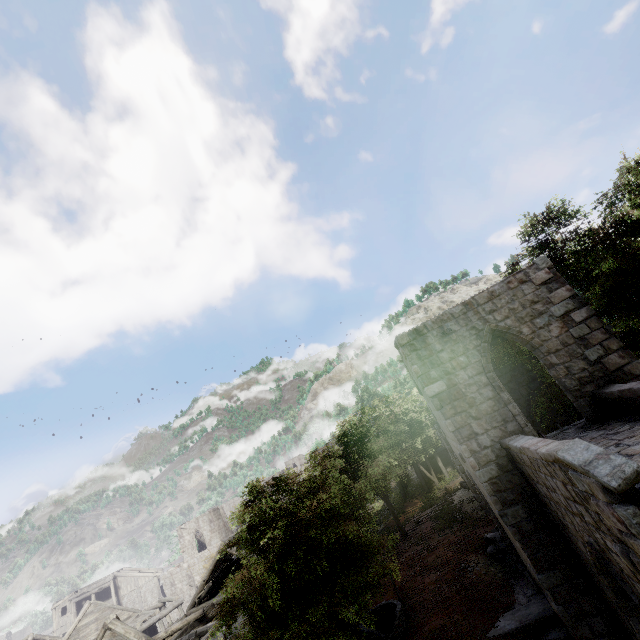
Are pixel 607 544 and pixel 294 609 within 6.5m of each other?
no

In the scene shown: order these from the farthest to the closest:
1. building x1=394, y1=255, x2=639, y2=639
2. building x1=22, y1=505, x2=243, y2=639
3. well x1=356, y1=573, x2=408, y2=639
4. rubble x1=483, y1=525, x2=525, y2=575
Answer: building x1=22, y1=505, x2=243, y2=639 < rubble x1=483, y1=525, x2=525, y2=575 < well x1=356, y1=573, x2=408, y2=639 < building x1=394, y1=255, x2=639, y2=639

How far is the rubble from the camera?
13.2 meters

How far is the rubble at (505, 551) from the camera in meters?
13.2 m

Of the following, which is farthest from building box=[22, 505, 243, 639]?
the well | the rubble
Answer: the well

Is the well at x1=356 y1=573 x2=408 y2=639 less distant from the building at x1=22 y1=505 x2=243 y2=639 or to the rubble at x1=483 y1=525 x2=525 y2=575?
the building at x1=22 y1=505 x2=243 y2=639

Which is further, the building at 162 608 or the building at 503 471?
the building at 162 608
